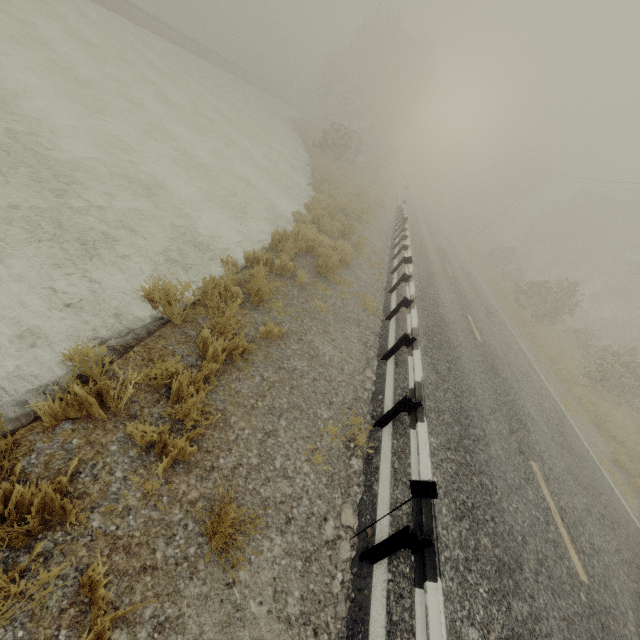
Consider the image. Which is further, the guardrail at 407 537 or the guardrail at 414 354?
the guardrail at 414 354

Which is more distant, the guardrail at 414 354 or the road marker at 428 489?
the guardrail at 414 354

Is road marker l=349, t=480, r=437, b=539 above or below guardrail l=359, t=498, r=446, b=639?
above

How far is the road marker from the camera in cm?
300

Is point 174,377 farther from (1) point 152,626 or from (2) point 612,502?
(2) point 612,502

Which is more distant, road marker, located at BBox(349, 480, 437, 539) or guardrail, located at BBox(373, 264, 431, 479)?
guardrail, located at BBox(373, 264, 431, 479)

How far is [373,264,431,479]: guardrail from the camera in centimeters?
410cm
